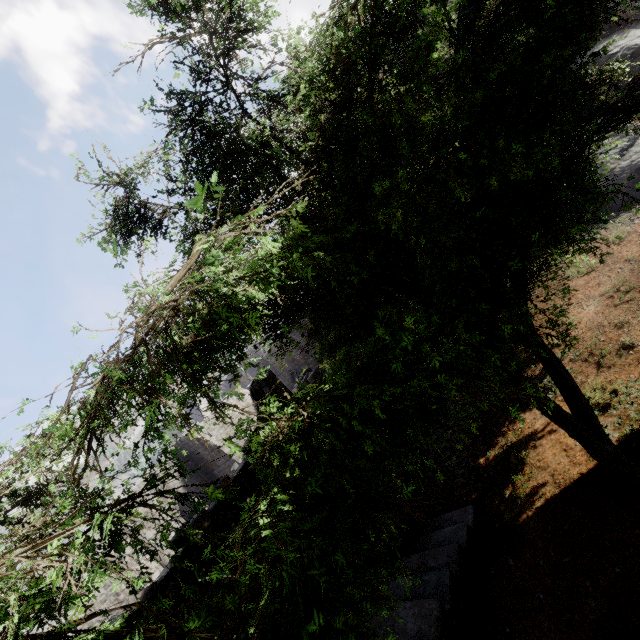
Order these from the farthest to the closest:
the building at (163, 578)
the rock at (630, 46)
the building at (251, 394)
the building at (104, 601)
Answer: the building at (104, 601), the rock at (630, 46), the building at (251, 394), the building at (163, 578)

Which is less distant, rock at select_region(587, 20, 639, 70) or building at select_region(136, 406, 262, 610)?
building at select_region(136, 406, 262, 610)

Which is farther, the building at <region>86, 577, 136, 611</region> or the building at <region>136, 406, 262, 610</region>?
the building at <region>86, 577, 136, 611</region>

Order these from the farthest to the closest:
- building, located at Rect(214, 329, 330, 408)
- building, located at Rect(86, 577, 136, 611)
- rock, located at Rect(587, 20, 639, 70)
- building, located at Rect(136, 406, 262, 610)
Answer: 1. building, located at Rect(86, 577, 136, 611)
2. rock, located at Rect(587, 20, 639, 70)
3. building, located at Rect(214, 329, 330, 408)
4. building, located at Rect(136, 406, 262, 610)

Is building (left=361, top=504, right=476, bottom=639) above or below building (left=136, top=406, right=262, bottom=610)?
below

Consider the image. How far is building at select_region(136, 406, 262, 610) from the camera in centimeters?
631cm

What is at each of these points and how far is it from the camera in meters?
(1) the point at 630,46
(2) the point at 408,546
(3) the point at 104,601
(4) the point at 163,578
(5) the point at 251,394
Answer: (1) rock, 14.1
(2) building, 9.6
(3) building, 19.0
(4) building, 6.3
(5) building, 10.8

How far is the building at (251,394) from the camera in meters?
10.4 m
